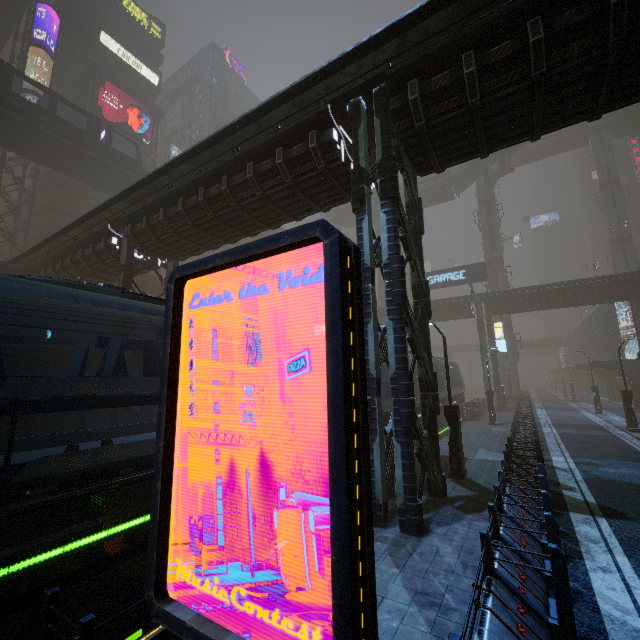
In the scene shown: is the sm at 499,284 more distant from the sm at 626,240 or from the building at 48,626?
the sm at 626,240

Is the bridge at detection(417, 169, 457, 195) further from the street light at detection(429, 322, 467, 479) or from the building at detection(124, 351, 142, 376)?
the street light at detection(429, 322, 467, 479)

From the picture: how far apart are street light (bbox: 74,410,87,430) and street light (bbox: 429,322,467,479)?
21.63m

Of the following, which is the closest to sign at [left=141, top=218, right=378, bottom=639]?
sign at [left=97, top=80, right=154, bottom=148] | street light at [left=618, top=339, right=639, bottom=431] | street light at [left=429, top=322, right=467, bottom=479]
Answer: street light at [left=429, top=322, right=467, bottom=479]

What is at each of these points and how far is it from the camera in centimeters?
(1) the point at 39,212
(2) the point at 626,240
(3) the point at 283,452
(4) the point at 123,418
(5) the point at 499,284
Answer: (1) building, 3594cm
(2) sm, 4431cm
(3) train, 753cm
(4) building, 2711cm
(5) sm, 4234cm

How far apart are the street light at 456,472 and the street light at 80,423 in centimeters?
2163cm

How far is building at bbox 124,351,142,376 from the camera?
16.1m

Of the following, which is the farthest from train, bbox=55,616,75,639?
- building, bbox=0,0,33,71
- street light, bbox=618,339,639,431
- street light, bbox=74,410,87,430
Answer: street light, bbox=618,339,639,431
